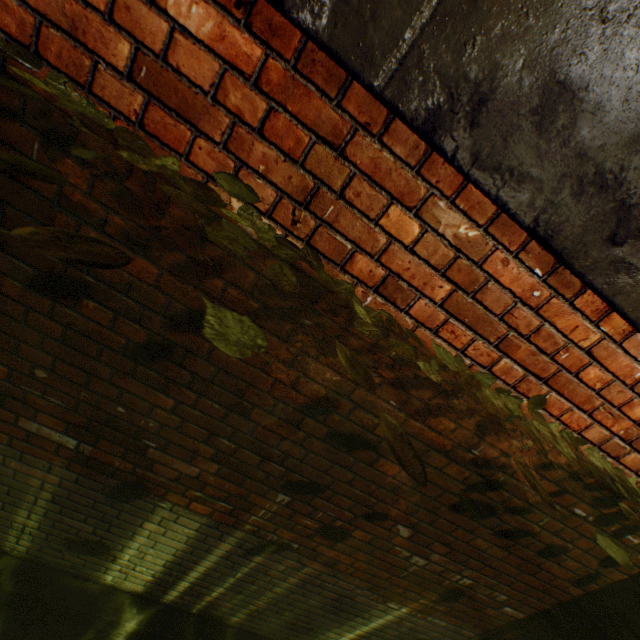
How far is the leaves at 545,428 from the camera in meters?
1.3 m

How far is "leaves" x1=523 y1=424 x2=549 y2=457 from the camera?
1.2 meters

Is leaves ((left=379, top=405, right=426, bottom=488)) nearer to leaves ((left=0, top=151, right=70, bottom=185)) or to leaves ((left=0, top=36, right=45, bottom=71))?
leaves ((left=0, top=36, right=45, bottom=71))

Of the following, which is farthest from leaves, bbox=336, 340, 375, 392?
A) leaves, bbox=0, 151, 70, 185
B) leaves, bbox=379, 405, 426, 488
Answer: leaves, bbox=0, 151, 70, 185

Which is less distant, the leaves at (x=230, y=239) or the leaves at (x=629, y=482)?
the leaves at (x=230, y=239)

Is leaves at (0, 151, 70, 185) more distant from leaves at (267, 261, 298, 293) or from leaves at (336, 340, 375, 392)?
leaves at (336, 340, 375, 392)

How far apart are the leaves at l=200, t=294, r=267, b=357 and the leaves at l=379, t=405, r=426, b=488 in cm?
36

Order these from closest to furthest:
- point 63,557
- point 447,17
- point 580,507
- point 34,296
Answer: point 447,17
point 34,296
point 580,507
point 63,557
